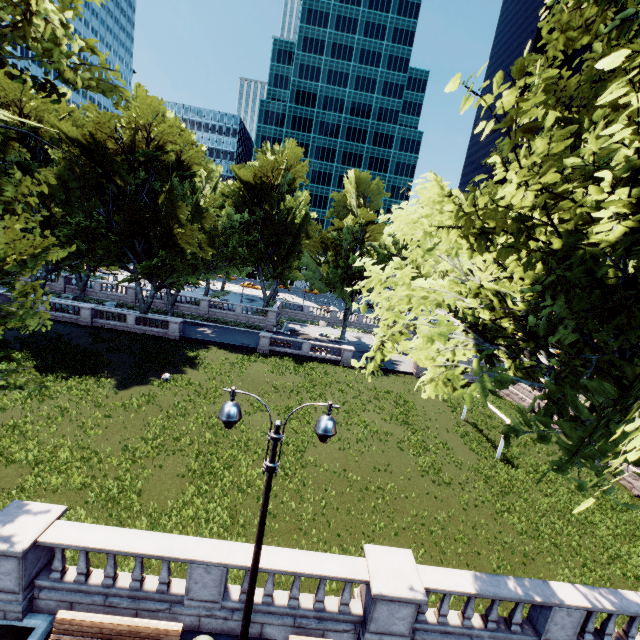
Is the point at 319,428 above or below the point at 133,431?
above

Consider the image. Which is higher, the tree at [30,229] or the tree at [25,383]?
the tree at [30,229]

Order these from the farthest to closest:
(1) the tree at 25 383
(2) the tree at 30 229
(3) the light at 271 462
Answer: (1) the tree at 25 383, (3) the light at 271 462, (2) the tree at 30 229

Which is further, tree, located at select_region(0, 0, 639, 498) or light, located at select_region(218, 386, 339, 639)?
light, located at select_region(218, 386, 339, 639)

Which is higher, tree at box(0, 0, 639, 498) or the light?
tree at box(0, 0, 639, 498)

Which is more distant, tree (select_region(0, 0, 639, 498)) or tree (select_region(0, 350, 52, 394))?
tree (select_region(0, 350, 52, 394))

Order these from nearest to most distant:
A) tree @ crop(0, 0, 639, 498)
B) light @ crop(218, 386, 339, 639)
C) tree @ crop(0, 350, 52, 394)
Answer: tree @ crop(0, 0, 639, 498) < light @ crop(218, 386, 339, 639) < tree @ crop(0, 350, 52, 394)
